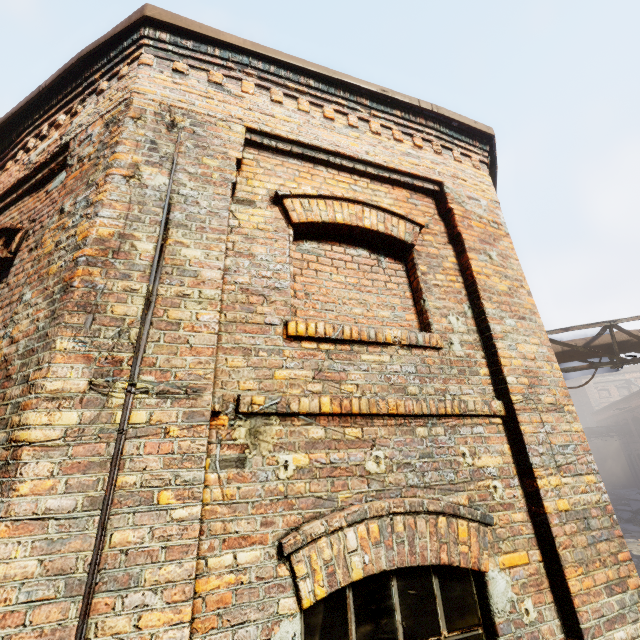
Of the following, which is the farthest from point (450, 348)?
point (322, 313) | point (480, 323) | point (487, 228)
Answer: point (487, 228)
